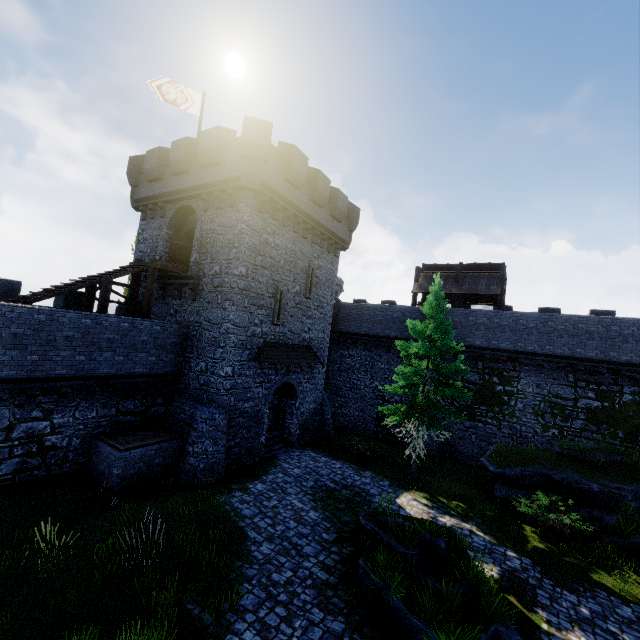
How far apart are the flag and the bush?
24.81m

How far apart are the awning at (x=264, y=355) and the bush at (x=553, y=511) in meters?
11.7

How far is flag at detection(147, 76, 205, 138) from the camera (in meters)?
18.23

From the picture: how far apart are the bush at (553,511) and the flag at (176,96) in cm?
2481

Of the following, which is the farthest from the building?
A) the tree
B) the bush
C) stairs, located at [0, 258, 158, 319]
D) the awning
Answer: the bush

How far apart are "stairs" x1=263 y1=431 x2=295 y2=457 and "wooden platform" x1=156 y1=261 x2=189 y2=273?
10.1m

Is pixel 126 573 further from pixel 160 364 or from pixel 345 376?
pixel 345 376

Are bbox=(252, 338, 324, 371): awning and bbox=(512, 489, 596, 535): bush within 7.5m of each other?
no
